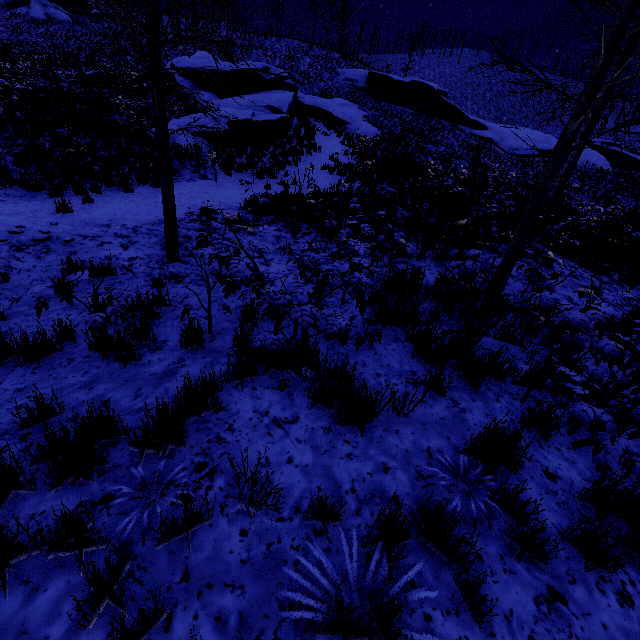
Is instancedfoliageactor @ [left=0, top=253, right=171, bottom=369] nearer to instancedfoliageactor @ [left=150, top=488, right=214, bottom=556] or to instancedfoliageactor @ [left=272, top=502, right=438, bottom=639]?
instancedfoliageactor @ [left=150, top=488, right=214, bottom=556]

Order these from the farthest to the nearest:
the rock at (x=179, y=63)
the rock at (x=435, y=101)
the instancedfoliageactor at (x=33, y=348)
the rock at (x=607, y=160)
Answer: the rock at (x=607, y=160)
the rock at (x=435, y=101)
the rock at (x=179, y=63)
the instancedfoliageactor at (x=33, y=348)

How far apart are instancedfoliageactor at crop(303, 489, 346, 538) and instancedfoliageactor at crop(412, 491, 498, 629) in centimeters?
11cm

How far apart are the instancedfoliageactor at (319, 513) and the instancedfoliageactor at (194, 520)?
0.6m

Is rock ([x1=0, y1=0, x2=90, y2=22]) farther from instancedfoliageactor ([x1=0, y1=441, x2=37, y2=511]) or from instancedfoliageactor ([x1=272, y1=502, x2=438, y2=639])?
instancedfoliageactor ([x1=272, y1=502, x2=438, y2=639])

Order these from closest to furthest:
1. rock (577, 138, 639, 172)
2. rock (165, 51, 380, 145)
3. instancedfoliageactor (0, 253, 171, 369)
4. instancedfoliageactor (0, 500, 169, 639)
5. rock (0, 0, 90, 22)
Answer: instancedfoliageactor (0, 500, 169, 639)
instancedfoliageactor (0, 253, 171, 369)
rock (165, 51, 380, 145)
rock (577, 138, 639, 172)
rock (0, 0, 90, 22)

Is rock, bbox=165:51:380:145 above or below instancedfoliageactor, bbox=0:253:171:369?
above

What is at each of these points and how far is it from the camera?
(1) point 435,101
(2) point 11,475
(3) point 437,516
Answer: (1) rock, 36.8 meters
(2) instancedfoliageactor, 2.1 meters
(3) instancedfoliageactor, 2.1 meters
